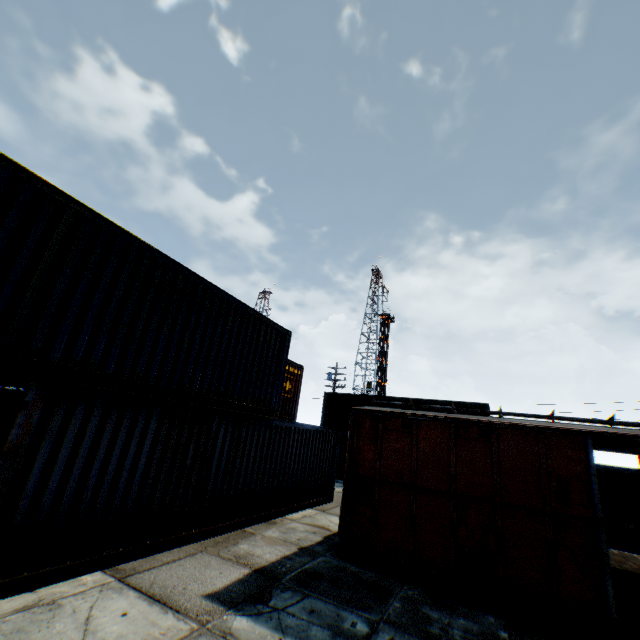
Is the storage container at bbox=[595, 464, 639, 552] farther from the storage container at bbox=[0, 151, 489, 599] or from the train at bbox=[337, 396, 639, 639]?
the storage container at bbox=[0, 151, 489, 599]

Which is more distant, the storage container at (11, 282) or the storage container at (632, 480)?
the storage container at (632, 480)

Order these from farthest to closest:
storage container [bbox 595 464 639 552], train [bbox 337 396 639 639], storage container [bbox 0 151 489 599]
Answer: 1. storage container [bbox 595 464 639 552]
2. train [bbox 337 396 639 639]
3. storage container [bbox 0 151 489 599]

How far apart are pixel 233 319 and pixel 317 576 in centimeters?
625cm

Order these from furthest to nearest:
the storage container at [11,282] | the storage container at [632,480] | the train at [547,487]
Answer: the storage container at [632,480], the train at [547,487], the storage container at [11,282]

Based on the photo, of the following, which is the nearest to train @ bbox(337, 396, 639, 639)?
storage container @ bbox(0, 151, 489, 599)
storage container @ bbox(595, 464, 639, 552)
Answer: storage container @ bbox(0, 151, 489, 599)
